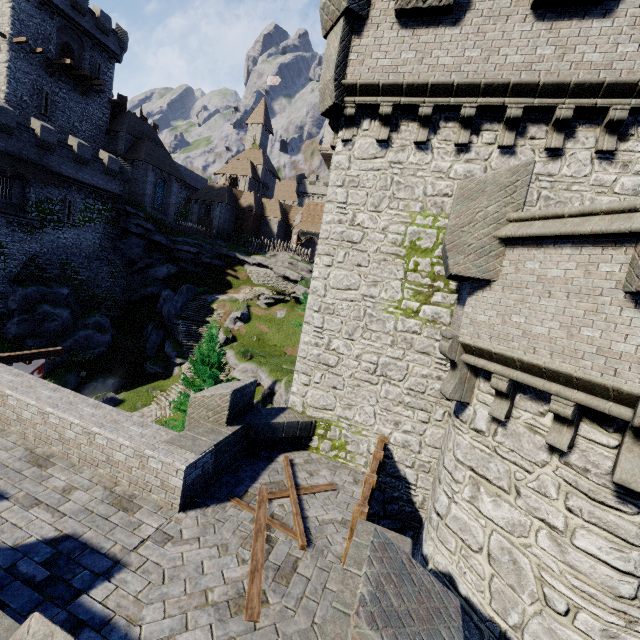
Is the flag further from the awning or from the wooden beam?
the awning

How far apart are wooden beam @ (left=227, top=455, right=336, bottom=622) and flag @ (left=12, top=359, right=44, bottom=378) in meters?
10.5

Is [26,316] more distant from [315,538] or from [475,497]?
[475,497]

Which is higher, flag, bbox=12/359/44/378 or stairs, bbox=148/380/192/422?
flag, bbox=12/359/44/378

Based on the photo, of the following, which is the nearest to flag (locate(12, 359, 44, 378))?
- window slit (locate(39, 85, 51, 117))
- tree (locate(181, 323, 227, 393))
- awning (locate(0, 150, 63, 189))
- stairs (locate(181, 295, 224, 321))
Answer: tree (locate(181, 323, 227, 393))

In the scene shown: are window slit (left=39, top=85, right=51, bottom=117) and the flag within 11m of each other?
no

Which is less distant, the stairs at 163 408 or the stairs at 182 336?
the stairs at 163 408

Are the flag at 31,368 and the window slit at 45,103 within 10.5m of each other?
no
